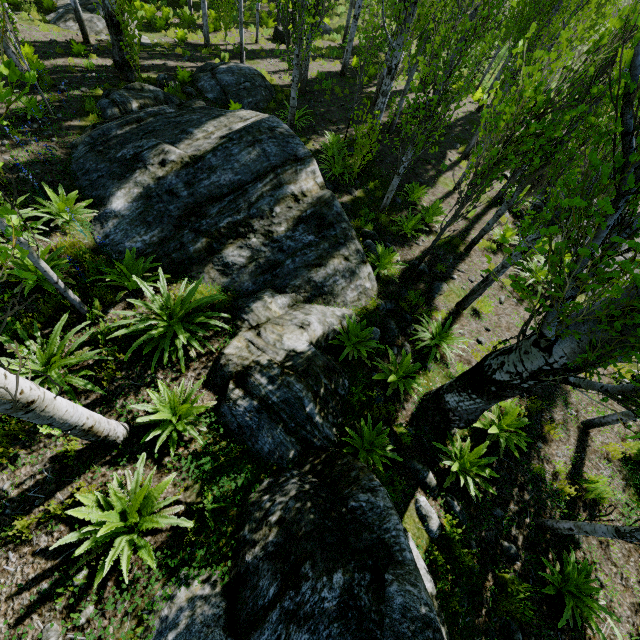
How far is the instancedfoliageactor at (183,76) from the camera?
11.58m

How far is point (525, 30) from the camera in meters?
12.2 m

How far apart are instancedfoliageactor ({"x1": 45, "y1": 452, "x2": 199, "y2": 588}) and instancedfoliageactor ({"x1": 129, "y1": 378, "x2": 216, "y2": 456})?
0.4m

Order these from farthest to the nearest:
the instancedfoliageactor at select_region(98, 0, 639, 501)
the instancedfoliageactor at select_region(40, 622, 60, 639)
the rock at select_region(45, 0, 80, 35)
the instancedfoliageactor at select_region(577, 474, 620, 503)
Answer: the rock at select_region(45, 0, 80, 35) → the instancedfoliageactor at select_region(577, 474, 620, 503) → the instancedfoliageactor at select_region(40, 622, 60, 639) → the instancedfoliageactor at select_region(98, 0, 639, 501)

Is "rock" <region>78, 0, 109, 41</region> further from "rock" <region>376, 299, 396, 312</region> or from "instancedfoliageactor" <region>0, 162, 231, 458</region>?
"rock" <region>376, 299, 396, 312</region>

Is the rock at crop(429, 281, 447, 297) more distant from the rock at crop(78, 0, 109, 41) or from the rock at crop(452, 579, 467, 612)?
A: the rock at crop(78, 0, 109, 41)

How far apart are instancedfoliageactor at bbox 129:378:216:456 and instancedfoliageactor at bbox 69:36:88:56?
12.22m

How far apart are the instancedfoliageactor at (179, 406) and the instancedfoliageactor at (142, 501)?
0.37m
